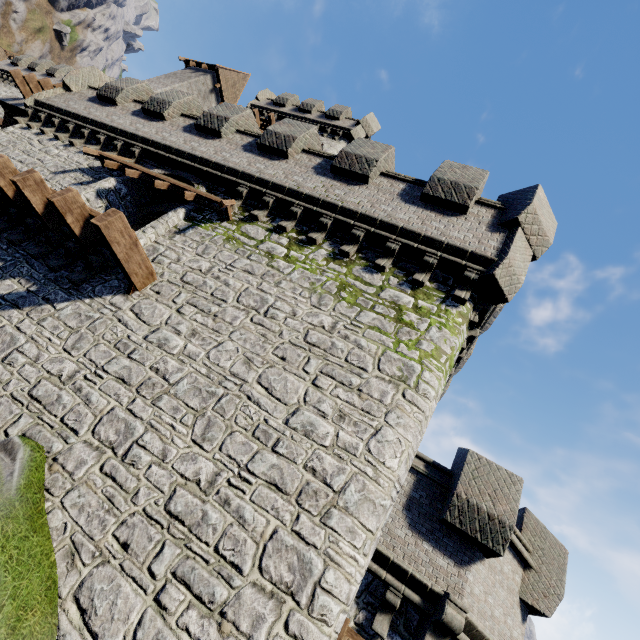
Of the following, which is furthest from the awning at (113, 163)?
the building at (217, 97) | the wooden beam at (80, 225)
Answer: the building at (217, 97)

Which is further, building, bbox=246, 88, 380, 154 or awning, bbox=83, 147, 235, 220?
building, bbox=246, 88, 380, 154

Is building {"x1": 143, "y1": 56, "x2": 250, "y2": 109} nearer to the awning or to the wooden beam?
the awning

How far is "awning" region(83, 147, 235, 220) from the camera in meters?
9.1

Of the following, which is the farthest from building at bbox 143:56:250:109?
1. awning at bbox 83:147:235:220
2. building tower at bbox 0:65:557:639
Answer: awning at bbox 83:147:235:220

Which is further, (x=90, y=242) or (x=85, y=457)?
(x=90, y=242)

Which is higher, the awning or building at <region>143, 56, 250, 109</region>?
building at <region>143, 56, 250, 109</region>

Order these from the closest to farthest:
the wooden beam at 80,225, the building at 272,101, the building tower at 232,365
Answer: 1. the building tower at 232,365
2. the wooden beam at 80,225
3. the building at 272,101
